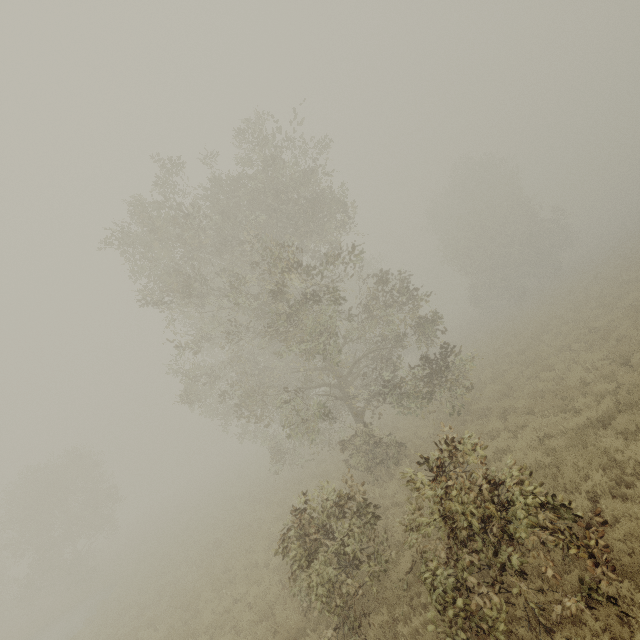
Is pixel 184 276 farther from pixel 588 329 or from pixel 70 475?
pixel 70 475
